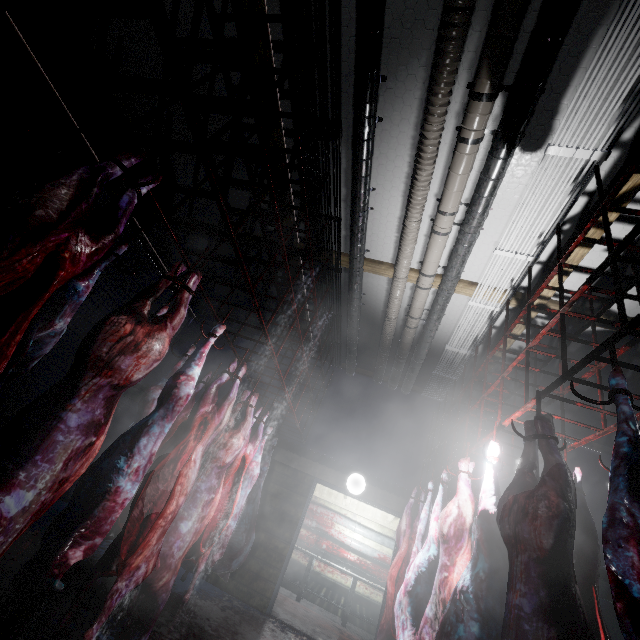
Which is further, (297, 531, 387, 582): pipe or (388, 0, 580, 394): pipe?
(297, 531, 387, 582): pipe

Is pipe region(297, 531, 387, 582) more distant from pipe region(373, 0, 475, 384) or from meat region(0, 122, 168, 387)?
meat region(0, 122, 168, 387)

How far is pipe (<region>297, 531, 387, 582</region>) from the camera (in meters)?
7.29

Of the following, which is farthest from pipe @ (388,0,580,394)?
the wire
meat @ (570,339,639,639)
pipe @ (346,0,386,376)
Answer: meat @ (570,339,639,639)

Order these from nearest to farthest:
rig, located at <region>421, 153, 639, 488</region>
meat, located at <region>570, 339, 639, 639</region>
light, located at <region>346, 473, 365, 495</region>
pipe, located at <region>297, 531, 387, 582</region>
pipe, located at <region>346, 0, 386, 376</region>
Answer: meat, located at <region>570, 339, 639, 639</region>
rig, located at <region>421, 153, 639, 488</region>
pipe, located at <region>346, 0, 386, 376</region>
light, located at <region>346, 473, 365, 495</region>
pipe, located at <region>297, 531, 387, 582</region>

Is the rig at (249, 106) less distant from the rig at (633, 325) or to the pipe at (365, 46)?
the pipe at (365, 46)

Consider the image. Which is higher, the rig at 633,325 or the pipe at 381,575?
the rig at 633,325

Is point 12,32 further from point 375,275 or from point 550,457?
point 550,457
